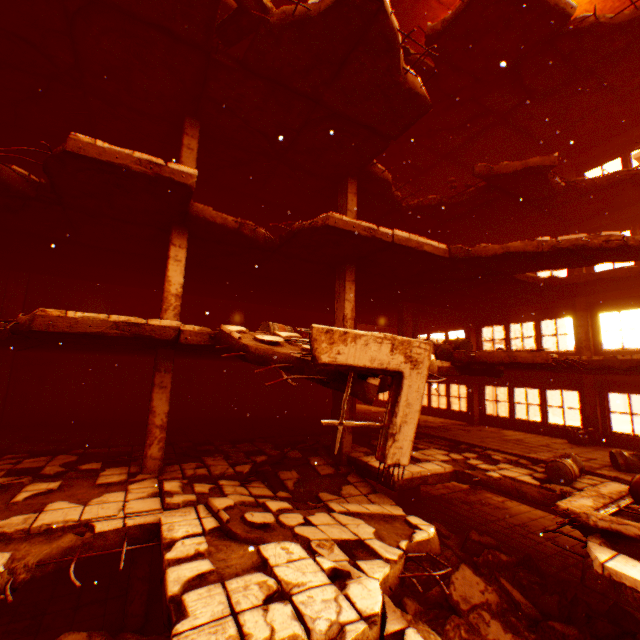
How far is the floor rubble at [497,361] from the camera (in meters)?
7.48

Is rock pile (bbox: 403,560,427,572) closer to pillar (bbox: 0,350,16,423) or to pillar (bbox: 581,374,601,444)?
→ pillar (bbox: 581,374,601,444)

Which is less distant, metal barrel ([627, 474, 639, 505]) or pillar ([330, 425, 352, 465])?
metal barrel ([627, 474, 639, 505])

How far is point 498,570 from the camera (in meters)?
7.56

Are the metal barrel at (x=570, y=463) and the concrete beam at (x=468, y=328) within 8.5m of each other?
yes

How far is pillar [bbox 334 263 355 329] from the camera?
9.9m

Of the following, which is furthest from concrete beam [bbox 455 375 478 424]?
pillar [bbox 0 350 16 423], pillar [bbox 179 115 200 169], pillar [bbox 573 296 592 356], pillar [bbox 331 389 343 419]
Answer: pillar [bbox 0 350 16 423]

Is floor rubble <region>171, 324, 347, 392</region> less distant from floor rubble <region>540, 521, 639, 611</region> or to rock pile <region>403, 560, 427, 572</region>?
floor rubble <region>540, 521, 639, 611</region>
